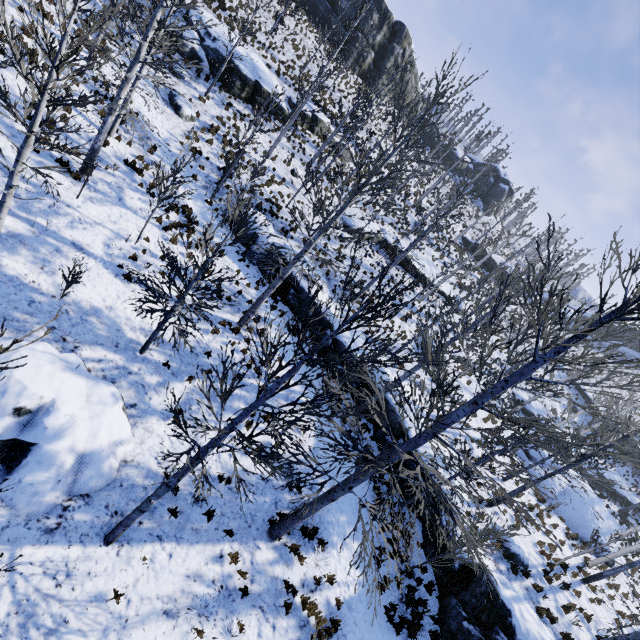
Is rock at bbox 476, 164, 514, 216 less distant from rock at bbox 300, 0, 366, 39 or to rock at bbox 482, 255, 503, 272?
rock at bbox 300, 0, 366, 39

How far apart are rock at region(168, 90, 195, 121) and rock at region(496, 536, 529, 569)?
26.82m

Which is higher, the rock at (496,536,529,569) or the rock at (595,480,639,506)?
the rock at (595,480,639,506)

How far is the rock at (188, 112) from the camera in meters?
18.7 m

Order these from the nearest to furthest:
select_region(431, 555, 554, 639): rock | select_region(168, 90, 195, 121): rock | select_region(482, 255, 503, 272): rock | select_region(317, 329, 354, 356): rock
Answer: select_region(431, 555, 554, 639): rock, select_region(317, 329, 354, 356): rock, select_region(168, 90, 195, 121): rock, select_region(482, 255, 503, 272): rock

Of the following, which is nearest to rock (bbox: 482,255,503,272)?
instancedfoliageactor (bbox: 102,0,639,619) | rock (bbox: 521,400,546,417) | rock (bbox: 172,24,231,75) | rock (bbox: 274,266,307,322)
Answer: rock (bbox: 521,400,546,417)

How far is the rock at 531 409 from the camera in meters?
31.2 m

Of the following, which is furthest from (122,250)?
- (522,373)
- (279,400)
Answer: (522,373)
